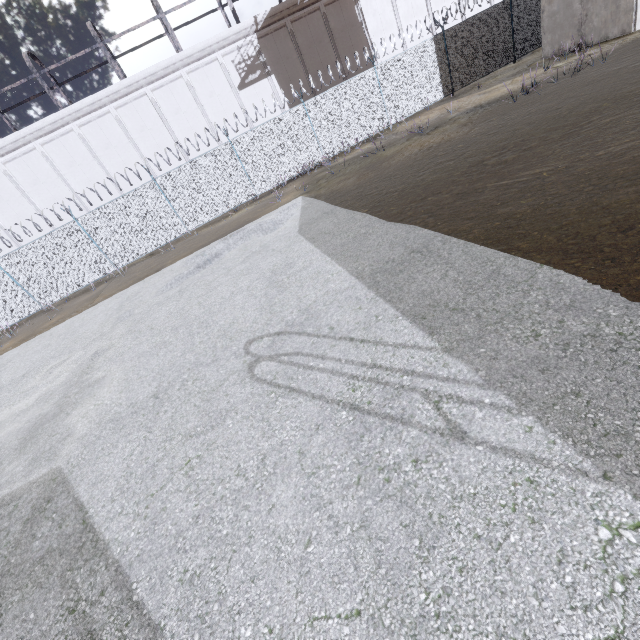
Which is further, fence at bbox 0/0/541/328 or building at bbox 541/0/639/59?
fence at bbox 0/0/541/328

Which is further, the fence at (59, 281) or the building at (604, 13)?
the fence at (59, 281)

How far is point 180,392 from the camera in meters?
4.7 m
